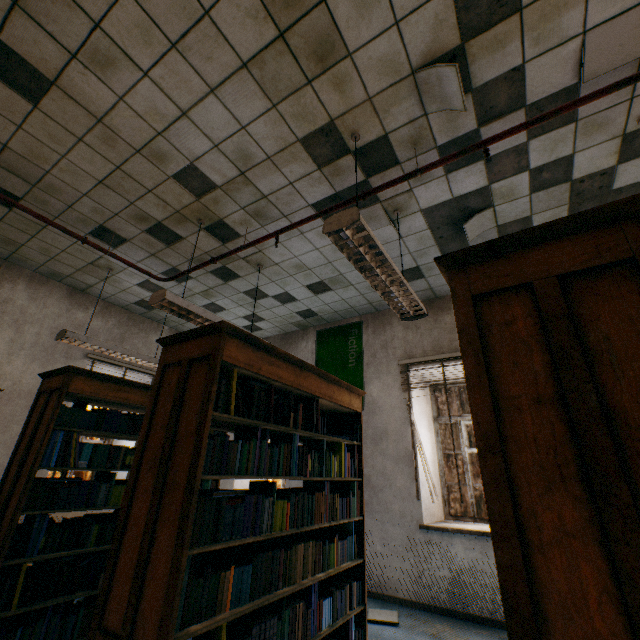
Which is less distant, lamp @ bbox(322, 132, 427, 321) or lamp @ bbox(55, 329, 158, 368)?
lamp @ bbox(322, 132, 427, 321)

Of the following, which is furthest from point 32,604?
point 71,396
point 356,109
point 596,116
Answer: point 596,116

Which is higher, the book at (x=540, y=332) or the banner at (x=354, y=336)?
the banner at (x=354, y=336)

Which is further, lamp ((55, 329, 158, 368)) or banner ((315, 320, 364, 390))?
banner ((315, 320, 364, 390))

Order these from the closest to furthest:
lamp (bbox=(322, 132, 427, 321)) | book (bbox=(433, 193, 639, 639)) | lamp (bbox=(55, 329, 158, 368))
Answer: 1. book (bbox=(433, 193, 639, 639))
2. lamp (bbox=(322, 132, 427, 321))
3. lamp (bbox=(55, 329, 158, 368))

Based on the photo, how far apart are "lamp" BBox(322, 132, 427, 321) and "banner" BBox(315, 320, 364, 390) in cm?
225

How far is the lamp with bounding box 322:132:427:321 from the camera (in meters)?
2.06

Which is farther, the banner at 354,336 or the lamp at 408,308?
the banner at 354,336
